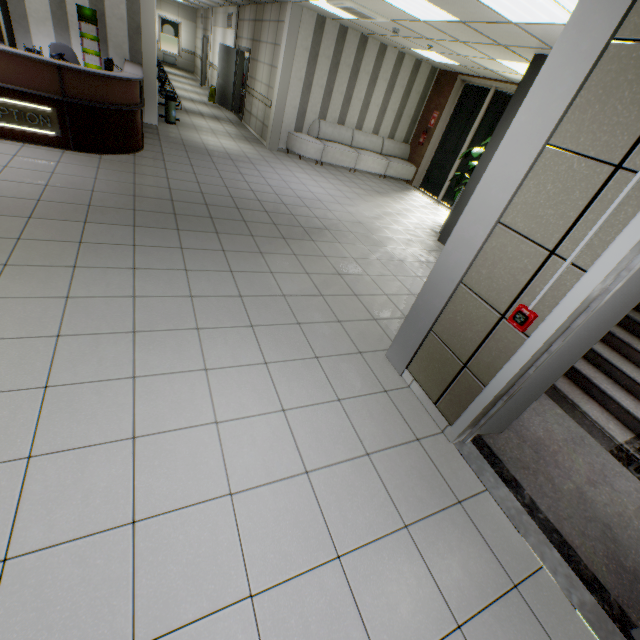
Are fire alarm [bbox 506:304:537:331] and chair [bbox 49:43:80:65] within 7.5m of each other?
no

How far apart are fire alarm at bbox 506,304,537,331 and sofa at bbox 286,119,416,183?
8.85m

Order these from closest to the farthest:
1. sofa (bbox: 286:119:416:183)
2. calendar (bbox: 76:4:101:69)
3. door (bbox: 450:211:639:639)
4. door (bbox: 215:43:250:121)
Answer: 1. door (bbox: 450:211:639:639)
2. calendar (bbox: 76:4:101:69)
3. sofa (bbox: 286:119:416:183)
4. door (bbox: 215:43:250:121)

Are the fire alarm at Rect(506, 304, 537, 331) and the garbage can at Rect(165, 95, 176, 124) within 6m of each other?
no

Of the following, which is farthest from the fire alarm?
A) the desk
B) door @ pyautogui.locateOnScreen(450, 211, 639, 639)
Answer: the desk

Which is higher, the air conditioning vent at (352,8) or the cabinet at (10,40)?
the air conditioning vent at (352,8)

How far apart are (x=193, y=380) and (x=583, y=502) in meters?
3.2 m

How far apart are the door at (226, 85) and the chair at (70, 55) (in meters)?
5.99
